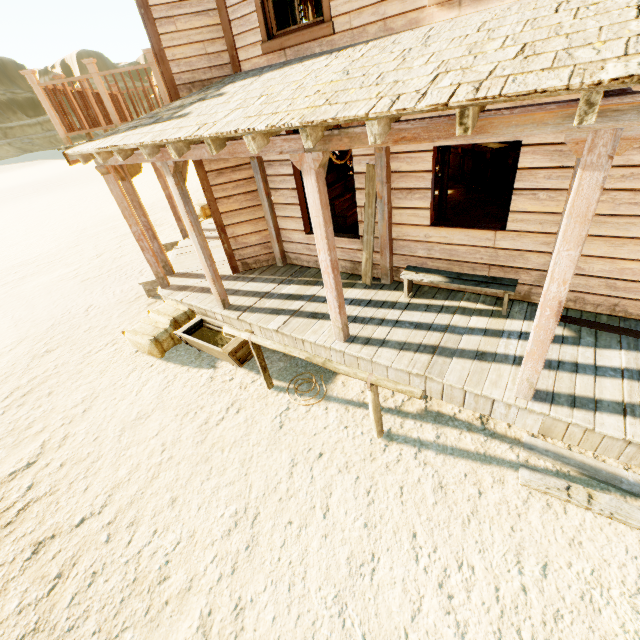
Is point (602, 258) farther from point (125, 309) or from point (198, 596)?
point (125, 309)

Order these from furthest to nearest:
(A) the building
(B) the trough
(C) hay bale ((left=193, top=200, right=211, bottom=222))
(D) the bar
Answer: (C) hay bale ((left=193, top=200, right=211, bottom=222)) → (D) the bar → (B) the trough → (A) the building

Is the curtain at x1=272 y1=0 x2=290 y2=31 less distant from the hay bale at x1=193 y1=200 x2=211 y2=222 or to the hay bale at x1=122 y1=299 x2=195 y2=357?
the hay bale at x1=122 y1=299 x2=195 y2=357

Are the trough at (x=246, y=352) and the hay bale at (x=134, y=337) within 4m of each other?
yes

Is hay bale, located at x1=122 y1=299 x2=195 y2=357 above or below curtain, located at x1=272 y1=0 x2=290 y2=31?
below

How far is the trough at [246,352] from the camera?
5.09m

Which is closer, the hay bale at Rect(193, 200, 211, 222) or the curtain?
the curtain

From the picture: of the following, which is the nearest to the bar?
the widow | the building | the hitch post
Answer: the building
